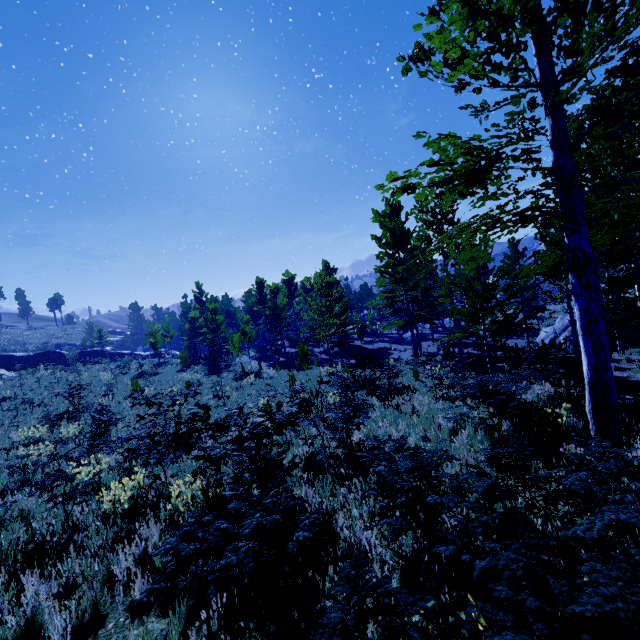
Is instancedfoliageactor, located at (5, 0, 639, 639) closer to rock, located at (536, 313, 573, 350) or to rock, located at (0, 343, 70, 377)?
rock, located at (536, 313, 573, 350)

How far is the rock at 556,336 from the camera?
23.2 meters

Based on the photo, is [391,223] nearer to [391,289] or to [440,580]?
[391,289]

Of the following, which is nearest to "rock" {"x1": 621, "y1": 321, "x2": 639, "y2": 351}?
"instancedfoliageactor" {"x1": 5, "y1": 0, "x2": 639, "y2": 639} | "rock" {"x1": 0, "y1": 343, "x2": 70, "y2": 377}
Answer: "instancedfoliageactor" {"x1": 5, "y1": 0, "x2": 639, "y2": 639}

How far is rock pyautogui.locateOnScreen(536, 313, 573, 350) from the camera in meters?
23.2

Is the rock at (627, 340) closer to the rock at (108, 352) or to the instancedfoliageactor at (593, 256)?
the instancedfoliageactor at (593, 256)
